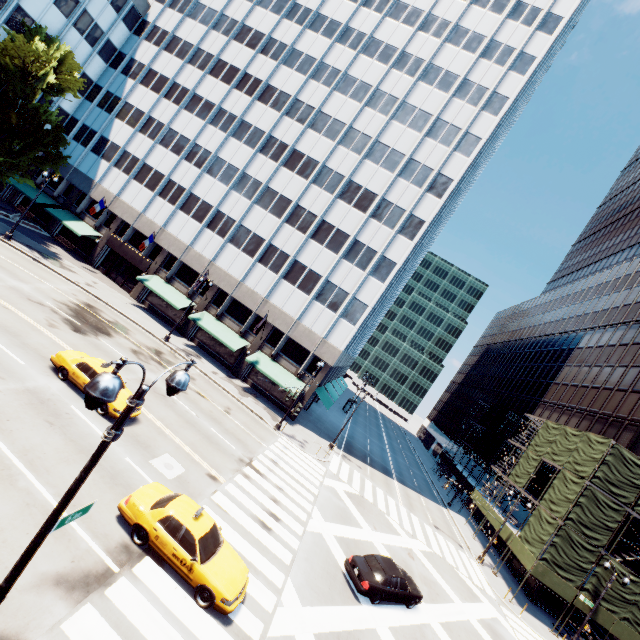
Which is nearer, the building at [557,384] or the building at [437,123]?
the building at [557,384]

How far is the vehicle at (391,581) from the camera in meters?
15.4 m

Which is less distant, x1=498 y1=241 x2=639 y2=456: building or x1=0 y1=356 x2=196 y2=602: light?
x1=0 y1=356 x2=196 y2=602: light

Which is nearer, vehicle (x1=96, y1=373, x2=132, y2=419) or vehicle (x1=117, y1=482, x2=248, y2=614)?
vehicle (x1=117, y1=482, x2=248, y2=614)

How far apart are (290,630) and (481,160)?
57.1 meters

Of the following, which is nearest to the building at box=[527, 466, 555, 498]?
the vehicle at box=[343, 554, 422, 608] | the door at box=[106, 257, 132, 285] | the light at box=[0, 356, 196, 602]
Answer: the vehicle at box=[343, 554, 422, 608]

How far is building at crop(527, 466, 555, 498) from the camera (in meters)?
36.30

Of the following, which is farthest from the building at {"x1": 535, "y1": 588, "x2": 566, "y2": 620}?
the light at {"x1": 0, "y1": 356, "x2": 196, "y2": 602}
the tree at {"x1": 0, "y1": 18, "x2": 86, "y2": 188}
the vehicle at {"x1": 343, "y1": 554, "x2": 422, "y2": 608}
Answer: the light at {"x1": 0, "y1": 356, "x2": 196, "y2": 602}
